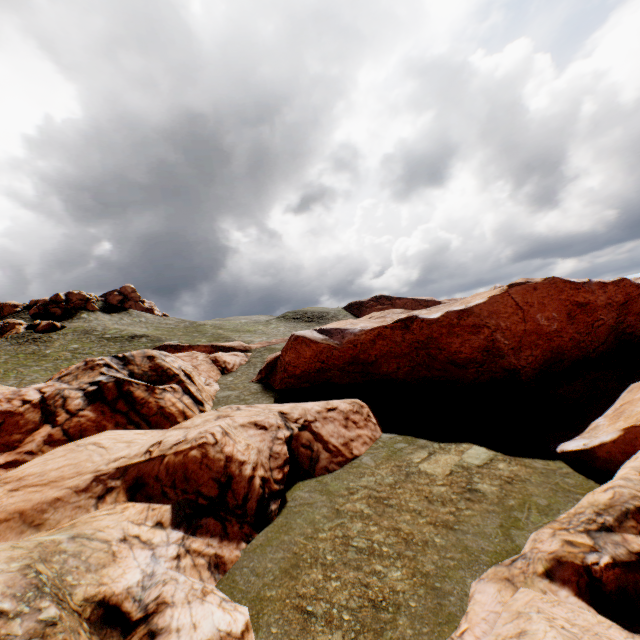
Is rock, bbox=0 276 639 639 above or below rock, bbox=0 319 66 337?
below

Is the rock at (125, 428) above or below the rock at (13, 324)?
below

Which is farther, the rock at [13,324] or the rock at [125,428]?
the rock at [13,324]

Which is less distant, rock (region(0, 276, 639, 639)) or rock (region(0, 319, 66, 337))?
rock (region(0, 276, 639, 639))

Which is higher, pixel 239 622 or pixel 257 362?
pixel 257 362
